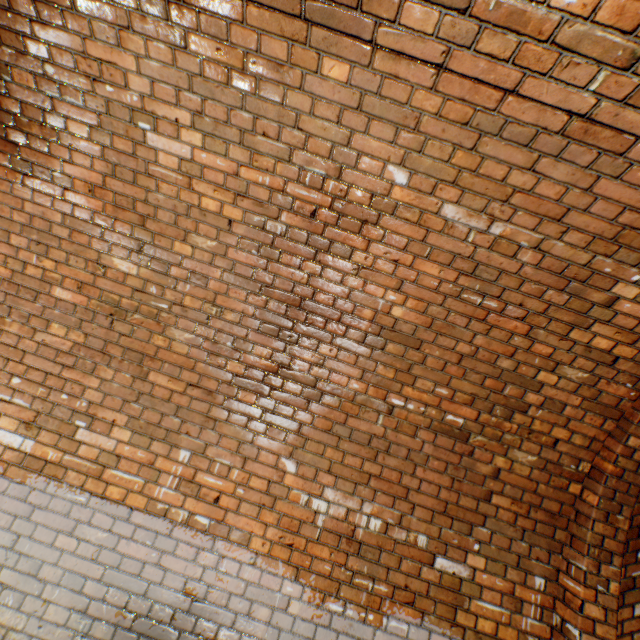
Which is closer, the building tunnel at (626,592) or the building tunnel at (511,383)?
the building tunnel at (511,383)

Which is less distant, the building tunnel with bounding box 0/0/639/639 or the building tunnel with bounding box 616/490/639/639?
the building tunnel with bounding box 0/0/639/639

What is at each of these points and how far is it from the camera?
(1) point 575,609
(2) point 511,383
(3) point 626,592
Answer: (1) wall archway, 2.2 meters
(2) building tunnel, 2.4 meters
(3) building tunnel, 2.4 meters

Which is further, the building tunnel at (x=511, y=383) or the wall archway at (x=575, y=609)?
the wall archway at (x=575, y=609)

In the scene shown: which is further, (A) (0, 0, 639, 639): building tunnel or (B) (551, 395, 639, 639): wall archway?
(B) (551, 395, 639, 639): wall archway
